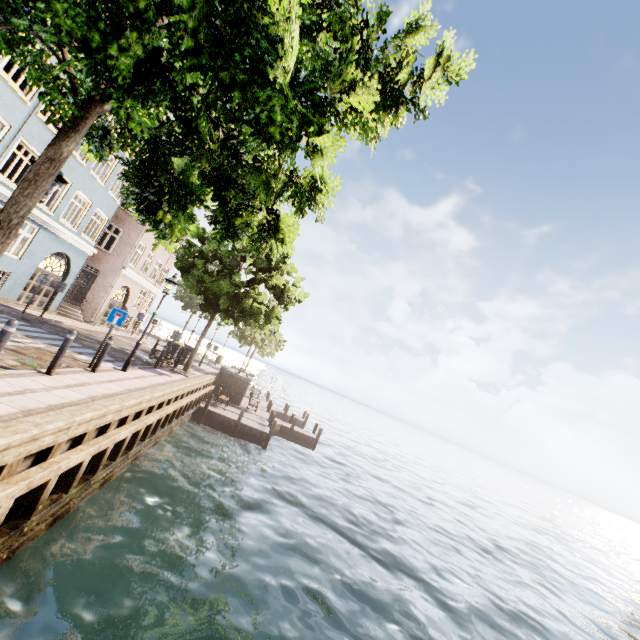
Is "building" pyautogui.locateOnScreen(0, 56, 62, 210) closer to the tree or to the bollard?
the tree

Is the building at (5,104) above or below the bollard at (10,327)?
above

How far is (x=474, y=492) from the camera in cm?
4069

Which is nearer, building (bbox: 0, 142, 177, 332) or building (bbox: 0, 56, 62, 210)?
building (bbox: 0, 56, 62, 210)

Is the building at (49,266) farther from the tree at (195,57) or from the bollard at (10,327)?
the bollard at (10,327)
